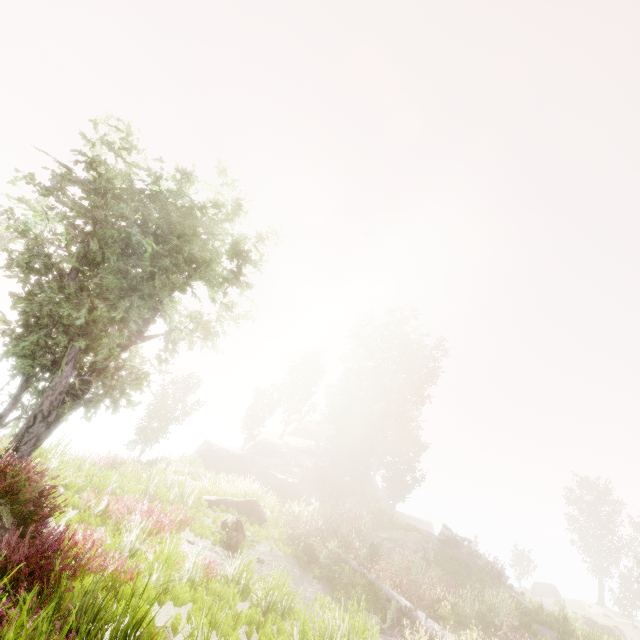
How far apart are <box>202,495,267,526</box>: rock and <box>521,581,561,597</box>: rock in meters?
49.2 m

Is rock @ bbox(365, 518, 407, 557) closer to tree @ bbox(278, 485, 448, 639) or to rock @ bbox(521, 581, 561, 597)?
tree @ bbox(278, 485, 448, 639)

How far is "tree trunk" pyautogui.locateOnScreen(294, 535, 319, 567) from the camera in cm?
1507

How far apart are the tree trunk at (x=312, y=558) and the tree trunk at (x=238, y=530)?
3.64m

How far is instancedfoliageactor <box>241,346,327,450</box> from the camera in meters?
41.4 m

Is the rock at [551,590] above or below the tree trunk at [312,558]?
above

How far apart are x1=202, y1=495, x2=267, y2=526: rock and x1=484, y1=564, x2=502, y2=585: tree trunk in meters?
17.3

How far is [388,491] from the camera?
56.78m
